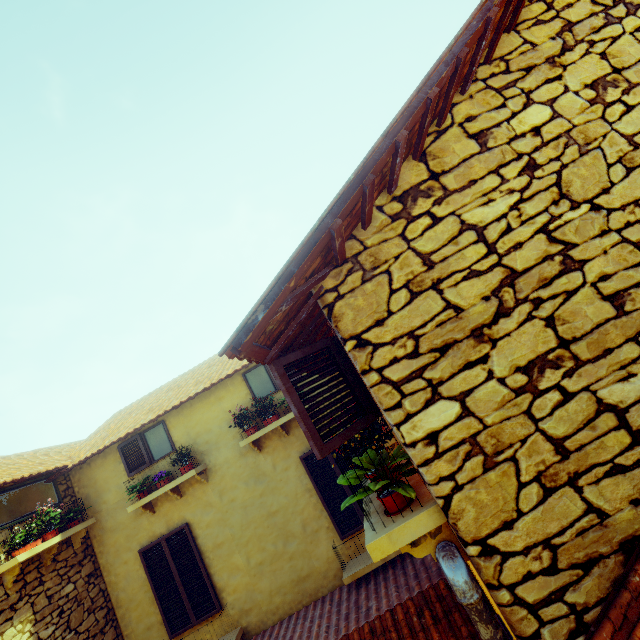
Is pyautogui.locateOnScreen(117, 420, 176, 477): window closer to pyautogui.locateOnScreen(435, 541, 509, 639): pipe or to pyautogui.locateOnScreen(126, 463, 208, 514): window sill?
pyautogui.locateOnScreen(126, 463, 208, 514): window sill

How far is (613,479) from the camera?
1.7 meters

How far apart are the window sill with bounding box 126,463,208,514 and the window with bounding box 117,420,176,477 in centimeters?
60cm

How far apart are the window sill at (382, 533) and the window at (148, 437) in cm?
501

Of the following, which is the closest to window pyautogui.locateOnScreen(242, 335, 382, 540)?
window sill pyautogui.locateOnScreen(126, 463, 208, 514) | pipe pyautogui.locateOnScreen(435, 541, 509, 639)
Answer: pipe pyautogui.locateOnScreen(435, 541, 509, 639)

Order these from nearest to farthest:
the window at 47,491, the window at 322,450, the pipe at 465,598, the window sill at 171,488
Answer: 1. the pipe at 465,598
2. the window at 322,450
3. the window at 47,491
4. the window sill at 171,488

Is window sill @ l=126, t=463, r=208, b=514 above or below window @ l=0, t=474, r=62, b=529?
below

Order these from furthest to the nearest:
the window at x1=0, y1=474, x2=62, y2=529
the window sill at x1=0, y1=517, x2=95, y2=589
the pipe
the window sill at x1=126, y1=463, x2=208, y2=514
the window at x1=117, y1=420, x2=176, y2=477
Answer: the window at x1=117, y1=420, x2=176, y2=477 < the window sill at x1=126, y1=463, x2=208, y2=514 < the window at x1=0, y1=474, x2=62, y2=529 < the window sill at x1=0, y1=517, x2=95, y2=589 < the pipe
